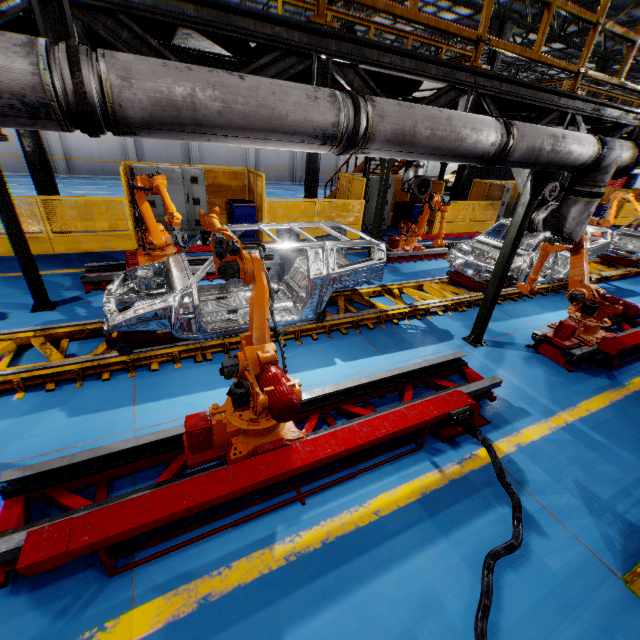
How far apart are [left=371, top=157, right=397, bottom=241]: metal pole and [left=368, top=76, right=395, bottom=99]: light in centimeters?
270cm

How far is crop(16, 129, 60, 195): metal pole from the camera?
8.3 meters

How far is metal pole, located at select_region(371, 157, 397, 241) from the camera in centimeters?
803cm

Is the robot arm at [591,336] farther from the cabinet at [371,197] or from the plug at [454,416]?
the cabinet at [371,197]

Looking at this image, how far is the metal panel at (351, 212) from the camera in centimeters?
Result: 1107cm

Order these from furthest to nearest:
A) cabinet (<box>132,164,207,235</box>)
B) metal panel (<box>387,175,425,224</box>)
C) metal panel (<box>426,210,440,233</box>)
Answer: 1. metal panel (<box>387,175,425,224</box>)
2. metal panel (<box>426,210,440,233</box>)
3. cabinet (<box>132,164,207,235</box>)

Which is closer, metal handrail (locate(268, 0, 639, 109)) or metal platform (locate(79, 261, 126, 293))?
metal handrail (locate(268, 0, 639, 109))

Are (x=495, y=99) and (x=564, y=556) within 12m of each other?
yes
